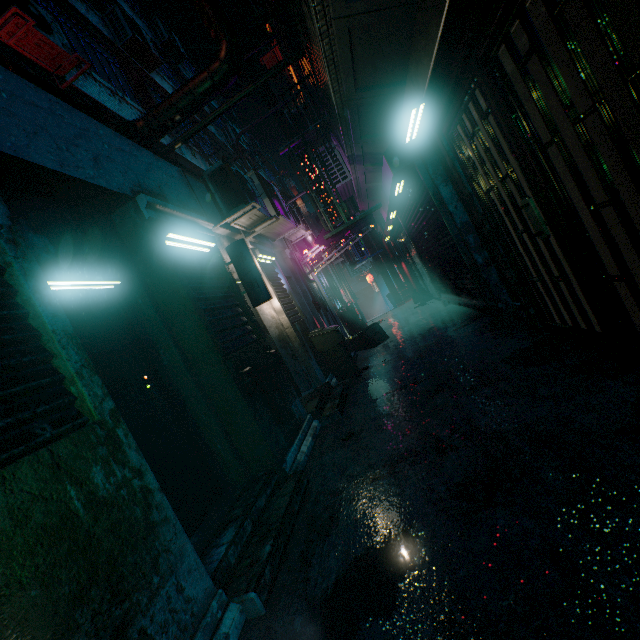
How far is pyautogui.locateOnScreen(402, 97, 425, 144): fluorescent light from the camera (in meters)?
2.73

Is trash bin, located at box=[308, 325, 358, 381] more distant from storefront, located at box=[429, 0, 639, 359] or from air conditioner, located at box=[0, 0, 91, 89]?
air conditioner, located at box=[0, 0, 91, 89]

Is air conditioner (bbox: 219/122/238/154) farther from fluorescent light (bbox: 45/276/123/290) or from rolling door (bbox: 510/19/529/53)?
fluorescent light (bbox: 45/276/123/290)

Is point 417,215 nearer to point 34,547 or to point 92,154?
point 92,154

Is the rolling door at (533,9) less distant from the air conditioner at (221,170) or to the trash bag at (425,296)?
the air conditioner at (221,170)

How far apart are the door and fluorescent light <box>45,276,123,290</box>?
0.1m

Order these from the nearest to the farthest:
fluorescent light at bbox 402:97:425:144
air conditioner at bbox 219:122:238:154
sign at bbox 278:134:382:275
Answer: fluorescent light at bbox 402:97:425:144 < sign at bbox 278:134:382:275 < air conditioner at bbox 219:122:238:154

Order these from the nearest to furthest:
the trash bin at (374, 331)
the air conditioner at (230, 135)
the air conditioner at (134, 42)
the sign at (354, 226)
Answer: the sign at (354, 226)
the trash bin at (374, 331)
the air conditioner at (134, 42)
the air conditioner at (230, 135)
